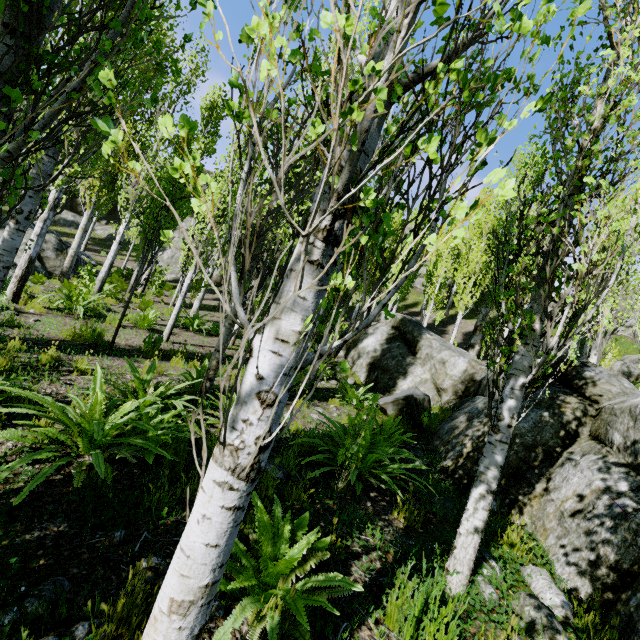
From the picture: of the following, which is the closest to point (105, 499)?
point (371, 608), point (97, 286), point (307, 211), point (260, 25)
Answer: point (371, 608)

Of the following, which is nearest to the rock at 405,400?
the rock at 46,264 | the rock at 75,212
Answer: the rock at 46,264

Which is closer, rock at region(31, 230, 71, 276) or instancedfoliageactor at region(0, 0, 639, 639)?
instancedfoliageactor at region(0, 0, 639, 639)

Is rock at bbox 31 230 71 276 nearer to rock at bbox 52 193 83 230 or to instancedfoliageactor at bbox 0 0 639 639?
instancedfoliageactor at bbox 0 0 639 639

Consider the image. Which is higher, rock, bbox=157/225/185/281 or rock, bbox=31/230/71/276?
rock, bbox=157/225/185/281

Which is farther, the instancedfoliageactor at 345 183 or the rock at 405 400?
the rock at 405 400

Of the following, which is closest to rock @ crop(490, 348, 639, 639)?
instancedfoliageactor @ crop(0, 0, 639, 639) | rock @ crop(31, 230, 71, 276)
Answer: instancedfoliageactor @ crop(0, 0, 639, 639)

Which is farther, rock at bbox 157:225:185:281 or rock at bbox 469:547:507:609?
rock at bbox 157:225:185:281
